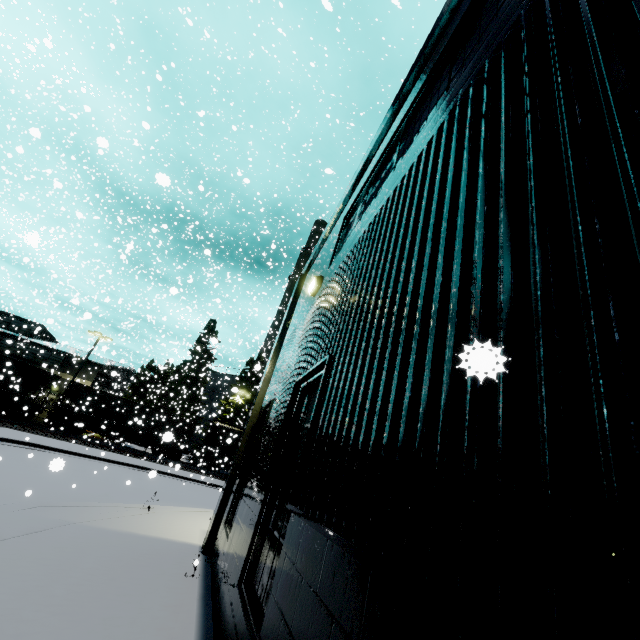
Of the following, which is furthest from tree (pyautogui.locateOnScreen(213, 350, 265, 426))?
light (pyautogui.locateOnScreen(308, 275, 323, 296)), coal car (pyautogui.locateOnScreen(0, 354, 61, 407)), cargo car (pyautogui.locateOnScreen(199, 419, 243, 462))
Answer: light (pyautogui.locateOnScreen(308, 275, 323, 296))

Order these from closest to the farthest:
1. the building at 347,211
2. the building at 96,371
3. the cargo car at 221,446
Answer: the building at 347,211
the cargo car at 221,446
the building at 96,371

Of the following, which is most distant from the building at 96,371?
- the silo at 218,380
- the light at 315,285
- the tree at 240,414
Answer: the tree at 240,414

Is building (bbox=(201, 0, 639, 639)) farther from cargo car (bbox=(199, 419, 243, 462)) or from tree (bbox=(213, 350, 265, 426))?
tree (bbox=(213, 350, 265, 426))

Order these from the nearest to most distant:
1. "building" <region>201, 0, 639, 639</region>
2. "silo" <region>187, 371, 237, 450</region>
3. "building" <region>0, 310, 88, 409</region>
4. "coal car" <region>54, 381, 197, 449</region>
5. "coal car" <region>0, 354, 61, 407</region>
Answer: "building" <region>201, 0, 639, 639</region> < "coal car" <region>0, 354, 61, 407</region> < "coal car" <region>54, 381, 197, 449</region> < "building" <region>0, 310, 88, 409</region> < "silo" <region>187, 371, 237, 450</region>

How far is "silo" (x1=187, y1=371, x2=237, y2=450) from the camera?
40.7m

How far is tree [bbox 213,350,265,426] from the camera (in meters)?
40.72

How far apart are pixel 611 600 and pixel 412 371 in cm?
118
